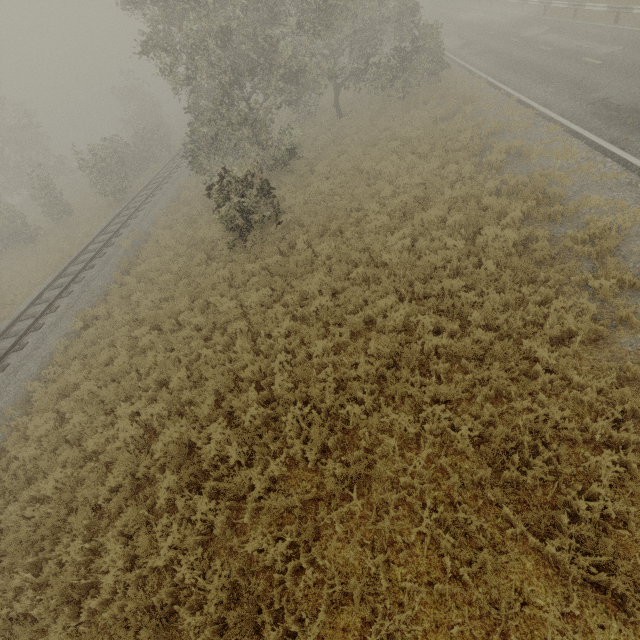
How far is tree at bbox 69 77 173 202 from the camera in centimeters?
2231cm

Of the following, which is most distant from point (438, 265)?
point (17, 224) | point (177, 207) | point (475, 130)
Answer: point (17, 224)

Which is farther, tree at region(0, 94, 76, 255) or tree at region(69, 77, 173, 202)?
tree at region(0, 94, 76, 255)

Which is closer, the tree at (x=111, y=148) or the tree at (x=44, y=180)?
the tree at (x=111, y=148)

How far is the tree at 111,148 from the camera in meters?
22.3
